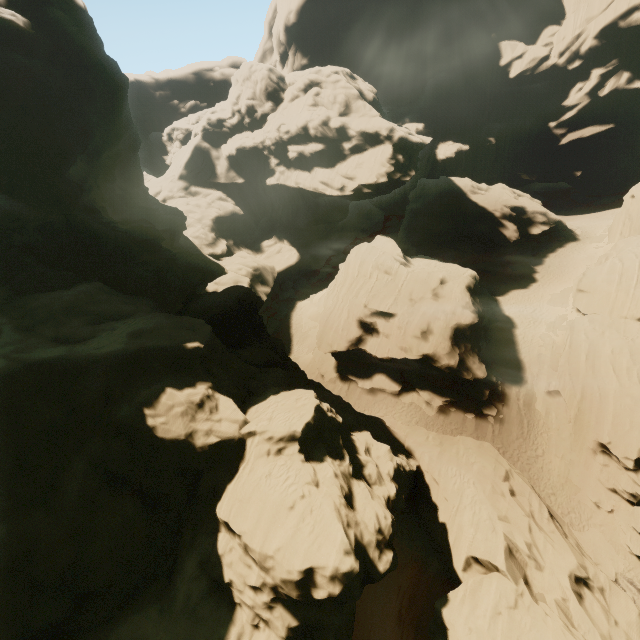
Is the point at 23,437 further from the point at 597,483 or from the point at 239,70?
the point at 239,70

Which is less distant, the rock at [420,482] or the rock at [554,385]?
the rock at [420,482]

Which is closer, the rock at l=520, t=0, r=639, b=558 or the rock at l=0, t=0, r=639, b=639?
the rock at l=0, t=0, r=639, b=639
